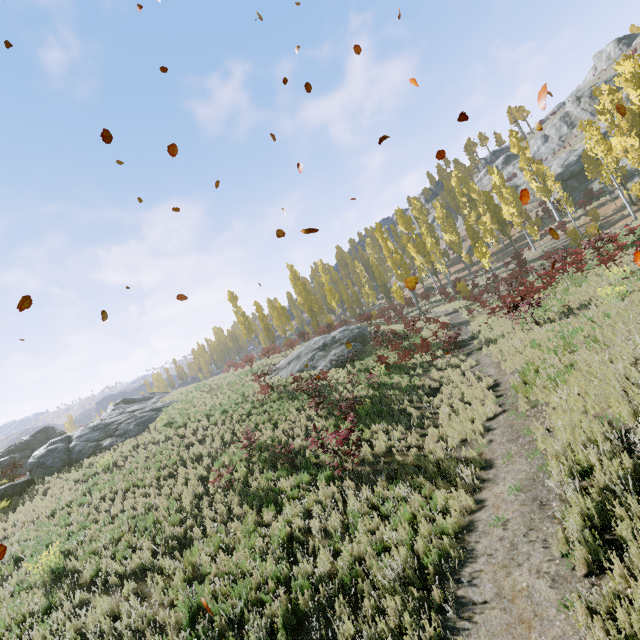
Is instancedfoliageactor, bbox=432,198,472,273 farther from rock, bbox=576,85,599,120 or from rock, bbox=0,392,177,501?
rock, bbox=576,85,599,120

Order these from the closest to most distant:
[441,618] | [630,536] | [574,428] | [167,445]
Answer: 1. [630,536]
2. [441,618]
3. [574,428]
4. [167,445]

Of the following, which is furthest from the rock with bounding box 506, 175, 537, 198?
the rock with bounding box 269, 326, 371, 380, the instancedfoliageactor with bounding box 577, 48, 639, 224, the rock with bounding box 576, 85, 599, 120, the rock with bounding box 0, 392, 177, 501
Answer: the rock with bounding box 0, 392, 177, 501

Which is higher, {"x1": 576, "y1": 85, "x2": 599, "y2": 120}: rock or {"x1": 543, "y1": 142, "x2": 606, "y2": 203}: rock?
{"x1": 576, "y1": 85, "x2": 599, "y2": 120}: rock

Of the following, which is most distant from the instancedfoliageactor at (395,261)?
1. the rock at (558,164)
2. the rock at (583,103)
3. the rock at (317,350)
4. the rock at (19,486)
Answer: the rock at (583,103)

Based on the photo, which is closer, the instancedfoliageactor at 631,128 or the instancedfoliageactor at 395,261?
the instancedfoliageactor at 631,128
